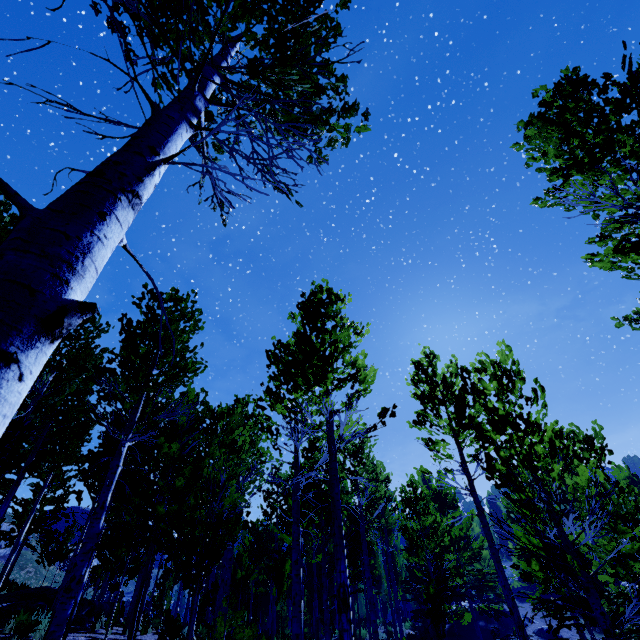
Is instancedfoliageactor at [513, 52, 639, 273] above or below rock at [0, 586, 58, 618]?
above

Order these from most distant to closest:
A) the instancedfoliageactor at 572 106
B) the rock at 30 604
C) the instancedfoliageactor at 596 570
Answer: the rock at 30 604 → the instancedfoliageactor at 572 106 → the instancedfoliageactor at 596 570

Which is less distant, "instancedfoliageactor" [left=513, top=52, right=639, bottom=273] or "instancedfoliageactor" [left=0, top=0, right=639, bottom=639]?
"instancedfoliageactor" [left=0, top=0, right=639, bottom=639]

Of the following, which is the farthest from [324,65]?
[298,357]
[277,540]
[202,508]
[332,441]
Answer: [277,540]

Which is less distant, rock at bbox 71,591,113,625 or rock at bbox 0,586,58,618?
rock at bbox 0,586,58,618

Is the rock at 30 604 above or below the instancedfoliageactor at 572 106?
below

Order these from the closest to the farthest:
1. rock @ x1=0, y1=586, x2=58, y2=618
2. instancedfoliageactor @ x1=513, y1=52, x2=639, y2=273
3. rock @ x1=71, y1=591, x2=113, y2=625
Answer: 1. instancedfoliageactor @ x1=513, y1=52, x2=639, y2=273
2. rock @ x1=0, y1=586, x2=58, y2=618
3. rock @ x1=71, y1=591, x2=113, y2=625

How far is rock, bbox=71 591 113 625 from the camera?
12.2m
